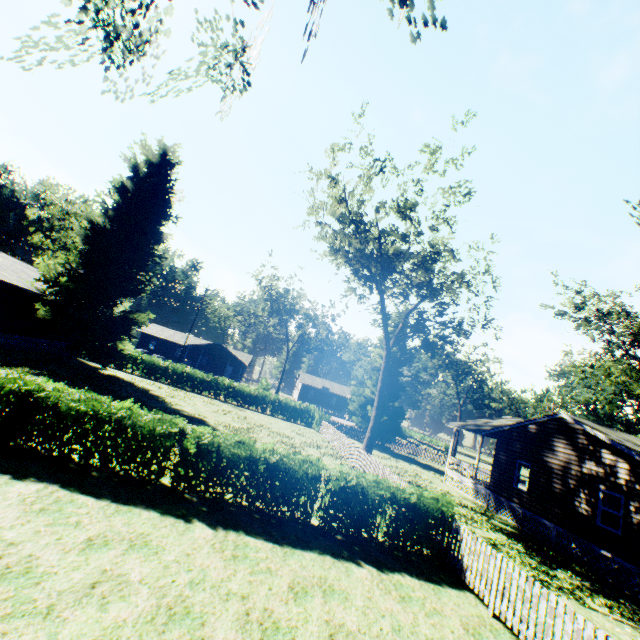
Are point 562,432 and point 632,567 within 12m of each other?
yes

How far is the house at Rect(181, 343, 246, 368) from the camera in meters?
56.9

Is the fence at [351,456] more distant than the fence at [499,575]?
Yes

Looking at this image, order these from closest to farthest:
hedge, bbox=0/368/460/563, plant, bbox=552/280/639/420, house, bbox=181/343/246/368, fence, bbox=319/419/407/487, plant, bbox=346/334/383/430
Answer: hedge, bbox=0/368/460/563 < fence, bbox=319/419/407/487 < plant, bbox=552/280/639/420 < plant, bbox=346/334/383/430 < house, bbox=181/343/246/368

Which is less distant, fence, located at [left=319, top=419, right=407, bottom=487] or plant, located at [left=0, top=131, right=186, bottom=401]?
fence, located at [left=319, top=419, right=407, bottom=487]

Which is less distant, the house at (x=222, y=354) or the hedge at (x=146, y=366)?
the hedge at (x=146, y=366)

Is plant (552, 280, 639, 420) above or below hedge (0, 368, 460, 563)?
above

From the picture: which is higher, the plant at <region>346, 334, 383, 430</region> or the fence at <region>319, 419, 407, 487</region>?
the plant at <region>346, 334, 383, 430</region>
